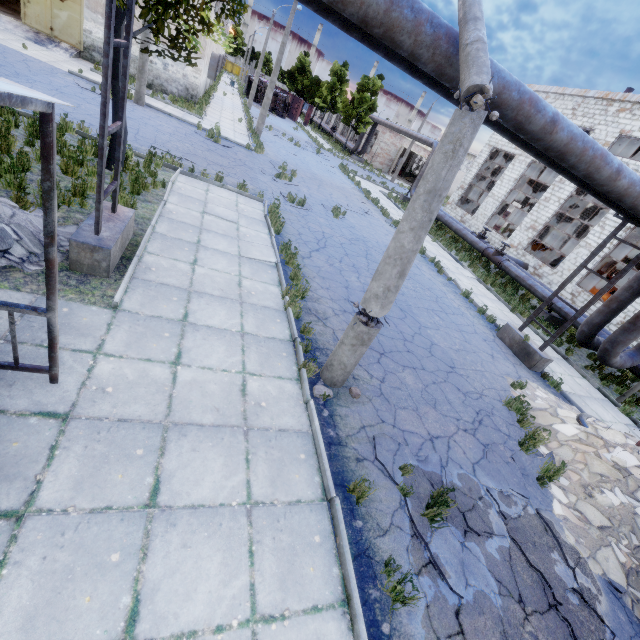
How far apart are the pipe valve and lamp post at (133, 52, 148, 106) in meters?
20.4 m

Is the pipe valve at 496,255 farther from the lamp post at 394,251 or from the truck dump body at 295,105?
the truck dump body at 295,105

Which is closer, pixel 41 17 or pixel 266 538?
pixel 266 538

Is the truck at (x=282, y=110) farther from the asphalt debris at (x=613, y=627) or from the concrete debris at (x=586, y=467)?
the asphalt debris at (x=613, y=627)

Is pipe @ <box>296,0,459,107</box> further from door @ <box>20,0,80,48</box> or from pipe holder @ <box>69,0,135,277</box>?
door @ <box>20,0,80,48</box>

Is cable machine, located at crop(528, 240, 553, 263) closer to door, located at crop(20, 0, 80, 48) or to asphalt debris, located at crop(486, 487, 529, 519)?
asphalt debris, located at crop(486, 487, 529, 519)

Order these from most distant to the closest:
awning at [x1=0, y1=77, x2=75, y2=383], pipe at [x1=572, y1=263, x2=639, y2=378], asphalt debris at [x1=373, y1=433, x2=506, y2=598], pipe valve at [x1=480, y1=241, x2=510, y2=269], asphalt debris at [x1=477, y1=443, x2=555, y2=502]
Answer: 1. pipe valve at [x1=480, y1=241, x2=510, y2=269]
2. pipe at [x1=572, y1=263, x2=639, y2=378]
3. asphalt debris at [x1=477, y1=443, x2=555, y2=502]
4. asphalt debris at [x1=373, y1=433, x2=506, y2=598]
5. awning at [x1=0, y1=77, x2=75, y2=383]

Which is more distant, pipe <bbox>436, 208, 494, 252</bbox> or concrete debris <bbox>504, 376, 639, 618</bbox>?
pipe <bbox>436, 208, 494, 252</bbox>
